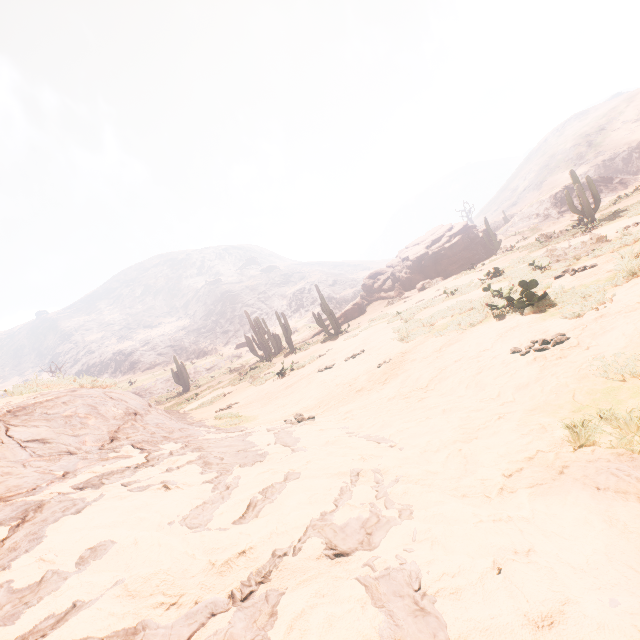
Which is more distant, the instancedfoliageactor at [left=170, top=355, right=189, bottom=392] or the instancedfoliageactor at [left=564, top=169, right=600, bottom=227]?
the instancedfoliageactor at [left=170, top=355, right=189, bottom=392]

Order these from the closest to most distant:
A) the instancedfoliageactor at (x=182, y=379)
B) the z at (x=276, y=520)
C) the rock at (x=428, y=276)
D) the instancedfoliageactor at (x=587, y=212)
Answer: the z at (x=276, y=520) < the instancedfoliageactor at (x=587, y=212) < the rock at (x=428, y=276) < the instancedfoliageactor at (x=182, y=379)

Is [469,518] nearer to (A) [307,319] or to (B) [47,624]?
(B) [47,624]

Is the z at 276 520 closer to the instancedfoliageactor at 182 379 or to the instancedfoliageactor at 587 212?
the instancedfoliageactor at 587 212

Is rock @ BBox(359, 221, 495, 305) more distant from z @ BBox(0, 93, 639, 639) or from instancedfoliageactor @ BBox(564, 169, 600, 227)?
z @ BBox(0, 93, 639, 639)

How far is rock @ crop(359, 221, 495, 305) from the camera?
28.0 meters

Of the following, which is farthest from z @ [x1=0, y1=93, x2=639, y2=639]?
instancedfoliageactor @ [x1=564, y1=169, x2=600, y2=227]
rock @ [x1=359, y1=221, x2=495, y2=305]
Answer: rock @ [x1=359, y1=221, x2=495, y2=305]

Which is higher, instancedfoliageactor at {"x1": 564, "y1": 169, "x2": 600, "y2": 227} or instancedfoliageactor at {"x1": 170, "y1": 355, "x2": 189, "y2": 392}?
instancedfoliageactor at {"x1": 170, "y1": 355, "x2": 189, "y2": 392}
